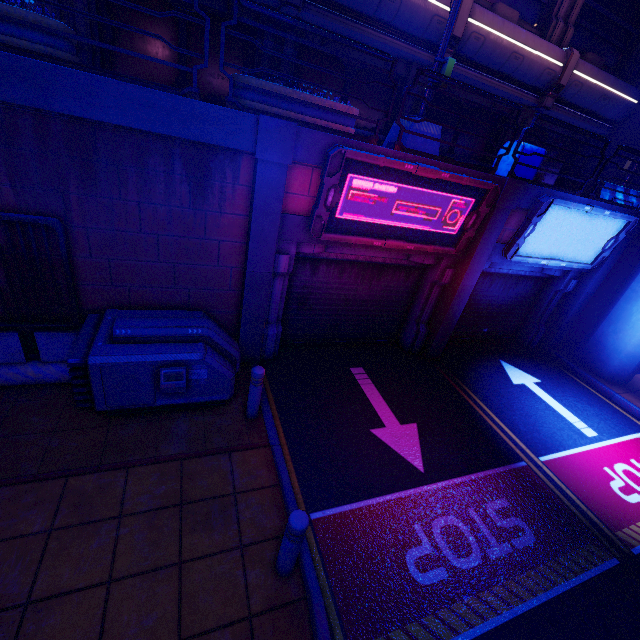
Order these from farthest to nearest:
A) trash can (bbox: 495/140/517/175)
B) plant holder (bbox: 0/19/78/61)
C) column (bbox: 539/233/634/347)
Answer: column (bbox: 539/233/634/347)
trash can (bbox: 495/140/517/175)
plant holder (bbox: 0/19/78/61)

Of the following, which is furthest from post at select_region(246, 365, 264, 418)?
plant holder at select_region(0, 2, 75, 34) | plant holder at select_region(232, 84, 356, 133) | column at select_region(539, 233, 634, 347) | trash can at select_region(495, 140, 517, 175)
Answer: column at select_region(539, 233, 634, 347)

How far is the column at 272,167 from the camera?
5.3m

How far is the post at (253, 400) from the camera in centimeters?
529cm

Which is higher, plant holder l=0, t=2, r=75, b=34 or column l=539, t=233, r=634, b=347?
plant holder l=0, t=2, r=75, b=34

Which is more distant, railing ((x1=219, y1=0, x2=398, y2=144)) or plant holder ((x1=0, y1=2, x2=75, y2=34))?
railing ((x1=219, y1=0, x2=398, y2=144))

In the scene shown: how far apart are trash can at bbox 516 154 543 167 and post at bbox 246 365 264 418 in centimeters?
721cm

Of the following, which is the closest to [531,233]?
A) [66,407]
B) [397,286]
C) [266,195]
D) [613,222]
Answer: [613,222]
